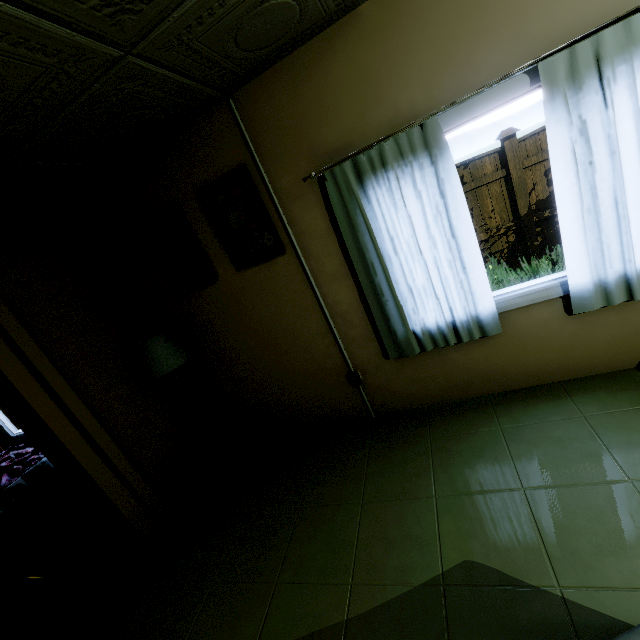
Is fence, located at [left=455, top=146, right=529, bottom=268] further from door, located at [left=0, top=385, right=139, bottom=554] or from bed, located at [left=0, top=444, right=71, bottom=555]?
door, located at [left=0, top=385, right=139, bottom=554]

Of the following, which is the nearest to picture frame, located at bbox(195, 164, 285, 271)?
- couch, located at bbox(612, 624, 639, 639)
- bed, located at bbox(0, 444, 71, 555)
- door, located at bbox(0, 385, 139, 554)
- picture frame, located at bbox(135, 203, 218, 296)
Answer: picture frame, located at bbox(135, 203, 218, 296)

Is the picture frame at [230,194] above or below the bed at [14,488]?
above

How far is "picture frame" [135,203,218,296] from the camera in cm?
267

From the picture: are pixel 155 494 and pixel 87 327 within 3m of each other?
yes

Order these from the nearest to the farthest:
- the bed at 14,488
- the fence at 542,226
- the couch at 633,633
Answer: the couch at 633,633
the bed at 14,488
the fence at 542,226

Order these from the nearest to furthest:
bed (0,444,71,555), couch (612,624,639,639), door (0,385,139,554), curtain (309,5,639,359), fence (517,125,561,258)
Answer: couch (612,624,639,639) < curtain (309,5,639,359) < door (0,385,139,554) < bed (0,444,71,555) < fence (517,125,561,258)

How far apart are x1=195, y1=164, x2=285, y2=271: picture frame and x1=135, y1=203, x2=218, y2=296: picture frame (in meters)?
0.18
